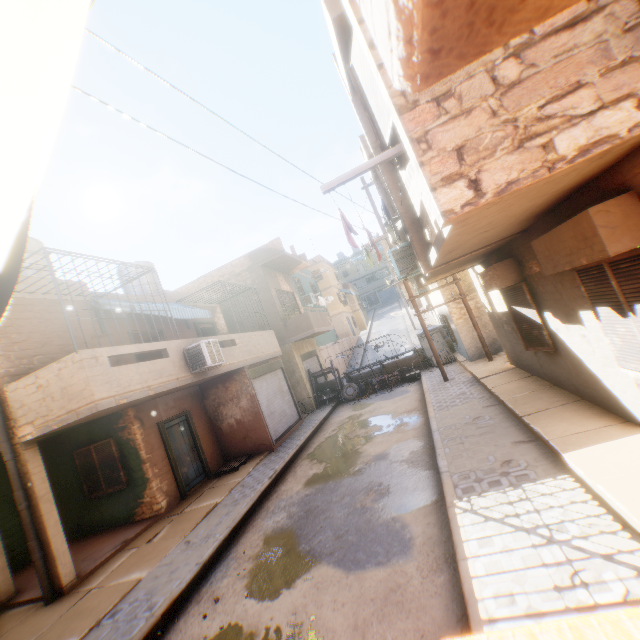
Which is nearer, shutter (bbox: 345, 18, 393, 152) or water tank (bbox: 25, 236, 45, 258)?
shutter (bbox: 345, 18, 393, 152)

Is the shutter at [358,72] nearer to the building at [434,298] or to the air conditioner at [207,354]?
the building at [434,298]

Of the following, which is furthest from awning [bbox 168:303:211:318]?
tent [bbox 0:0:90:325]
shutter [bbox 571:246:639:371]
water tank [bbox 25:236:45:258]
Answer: shutter [bbox 571:246:639:371]

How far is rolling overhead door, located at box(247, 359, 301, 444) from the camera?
13.0m

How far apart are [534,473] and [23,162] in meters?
6.6

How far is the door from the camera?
11.0m

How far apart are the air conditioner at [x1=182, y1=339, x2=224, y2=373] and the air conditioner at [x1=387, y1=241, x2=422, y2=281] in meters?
5.3 m

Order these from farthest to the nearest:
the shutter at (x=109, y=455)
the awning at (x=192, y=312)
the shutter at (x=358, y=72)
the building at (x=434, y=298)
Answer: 1. the building at (x=434, y=298)
2. the awning at (x=192, y=312)
3. the shutter at (x=109, y=455)
4. the shutter at (x=358, y=72)
